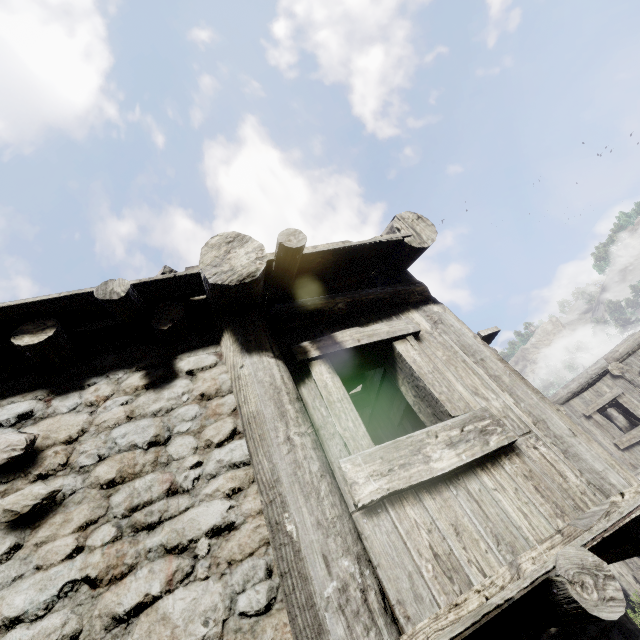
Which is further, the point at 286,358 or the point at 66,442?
the point at 286,358
